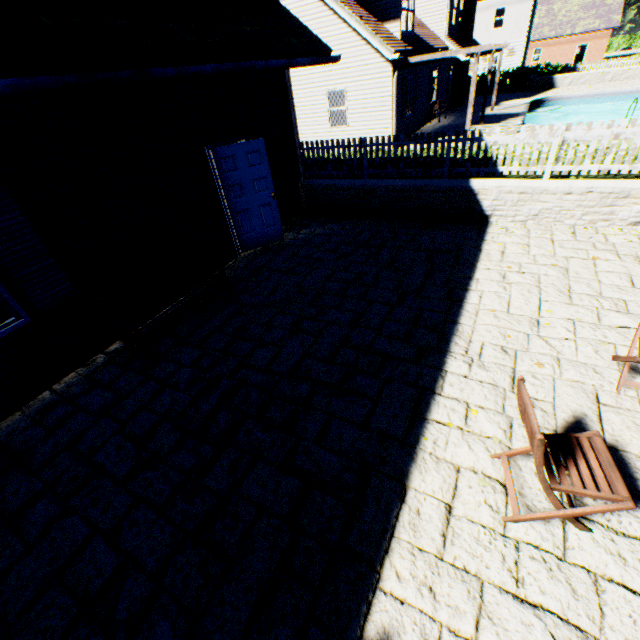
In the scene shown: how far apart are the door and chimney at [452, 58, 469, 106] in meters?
24.0 m

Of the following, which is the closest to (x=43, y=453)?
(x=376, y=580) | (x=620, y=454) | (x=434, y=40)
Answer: (x=376, y=580)

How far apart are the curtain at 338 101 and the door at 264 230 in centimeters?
1055cm

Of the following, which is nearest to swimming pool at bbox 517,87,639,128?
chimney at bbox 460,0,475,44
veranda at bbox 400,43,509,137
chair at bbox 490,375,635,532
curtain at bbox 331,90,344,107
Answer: veranda at bbox 400,43,509,137

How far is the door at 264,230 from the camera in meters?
6.4 m

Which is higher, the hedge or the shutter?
the shutter

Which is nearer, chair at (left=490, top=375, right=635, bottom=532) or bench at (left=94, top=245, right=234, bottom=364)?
chair at (left=490, top=375, right=635, bottom=532)

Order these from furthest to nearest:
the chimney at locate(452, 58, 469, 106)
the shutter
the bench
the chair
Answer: the chimney at locate(452, 58, 469, 106) < the bench < the shutter < the chair
